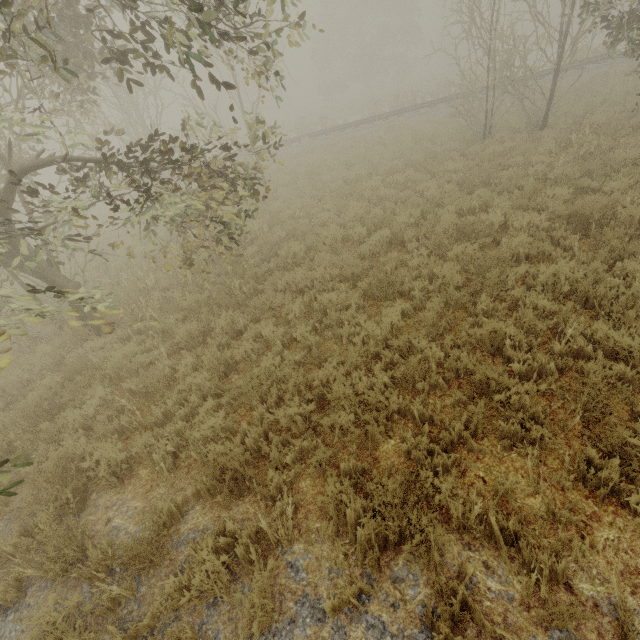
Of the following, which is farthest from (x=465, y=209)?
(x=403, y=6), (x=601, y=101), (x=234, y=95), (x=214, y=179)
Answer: (x=234, y=95)
